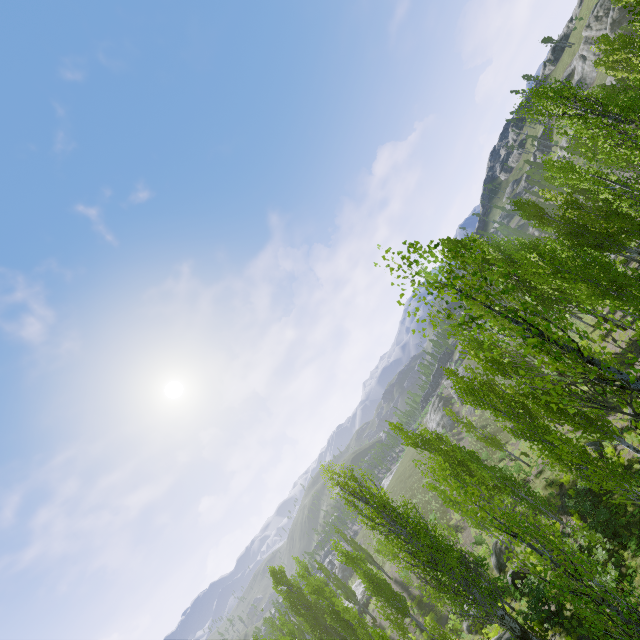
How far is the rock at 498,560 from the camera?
26.2 meters

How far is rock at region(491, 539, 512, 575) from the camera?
26.2 meters

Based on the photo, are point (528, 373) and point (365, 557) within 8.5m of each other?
no

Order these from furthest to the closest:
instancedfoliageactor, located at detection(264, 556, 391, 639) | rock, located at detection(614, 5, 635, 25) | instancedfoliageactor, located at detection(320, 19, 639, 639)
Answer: rock, located at detection(614, 5, 635, 25)
instancedfoliageactor, located at detection(264, 556, 391, 639)
instancedfoliageactor, located at detection(320, 19, 639, 639)

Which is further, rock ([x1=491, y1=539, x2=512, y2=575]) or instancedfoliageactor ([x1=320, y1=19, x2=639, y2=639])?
rock ([x1=491, y1=539, x2=512, y2=575])

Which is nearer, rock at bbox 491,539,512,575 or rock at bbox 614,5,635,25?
rock at bbox 491,539,512,575

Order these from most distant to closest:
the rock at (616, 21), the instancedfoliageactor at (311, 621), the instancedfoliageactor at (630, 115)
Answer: the rock at (616, 21), the instancedfoliageactor at (311, 621), the instancedfoliageactor at (630, 115)

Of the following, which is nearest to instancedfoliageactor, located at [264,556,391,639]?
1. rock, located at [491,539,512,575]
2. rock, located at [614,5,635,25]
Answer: rock, located at [614,5,635,25]
